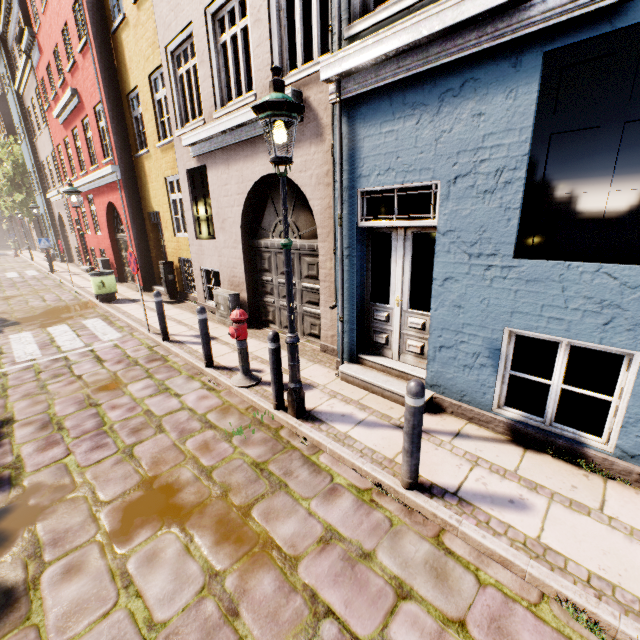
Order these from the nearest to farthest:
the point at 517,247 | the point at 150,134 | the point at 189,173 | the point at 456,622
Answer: the point at 456,622, the point at 517,247, the point at 189,173, the point at 150,134

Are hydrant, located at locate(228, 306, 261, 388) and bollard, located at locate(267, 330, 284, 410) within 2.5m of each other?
yes

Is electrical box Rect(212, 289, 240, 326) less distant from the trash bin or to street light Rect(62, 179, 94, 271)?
the trash bin

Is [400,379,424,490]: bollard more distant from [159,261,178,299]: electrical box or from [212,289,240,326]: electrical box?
[159,261,178,299]: electrical box

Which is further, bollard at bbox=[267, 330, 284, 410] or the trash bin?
the trash bin

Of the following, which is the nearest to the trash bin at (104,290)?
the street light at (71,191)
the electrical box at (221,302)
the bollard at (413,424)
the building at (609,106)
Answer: the street light at (71,191)

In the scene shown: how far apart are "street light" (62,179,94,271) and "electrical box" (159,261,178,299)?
2.39m

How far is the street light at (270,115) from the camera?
3.1 meters
